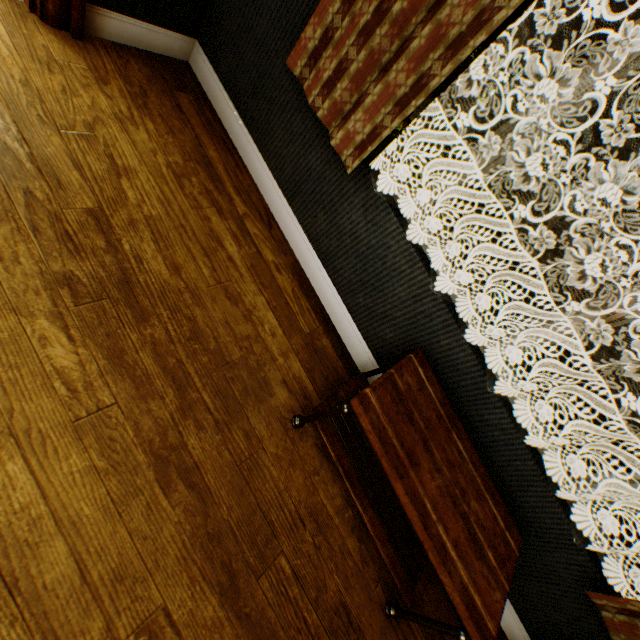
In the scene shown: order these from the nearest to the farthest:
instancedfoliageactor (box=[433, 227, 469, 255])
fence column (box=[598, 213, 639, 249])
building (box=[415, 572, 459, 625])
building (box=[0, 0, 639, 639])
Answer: building (box=[0, 0, 639, 639])
building (box=[415, 572, 459, 625])
instancedfoliageactor (box=[433, 227, 469, 255])
fence column (box=[598, 213, 639, 249])

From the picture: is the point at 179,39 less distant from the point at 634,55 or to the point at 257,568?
the point at 634,55

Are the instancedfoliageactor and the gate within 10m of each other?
no

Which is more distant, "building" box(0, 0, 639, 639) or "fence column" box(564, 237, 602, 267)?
"fence column" box(564, 237, 602, 267)

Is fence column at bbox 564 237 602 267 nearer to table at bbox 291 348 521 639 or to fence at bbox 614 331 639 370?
fence at bbox 614 331 639 370

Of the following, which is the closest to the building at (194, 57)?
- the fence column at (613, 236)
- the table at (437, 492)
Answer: the table at (437, 492)

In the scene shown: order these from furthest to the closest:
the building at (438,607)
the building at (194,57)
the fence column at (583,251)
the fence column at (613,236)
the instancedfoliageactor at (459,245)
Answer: the fence column at (583,251) < the fence column at (613,236) < the instancedfoliageactor at (459,245) < the building at (438,607) < the building at (194,57)

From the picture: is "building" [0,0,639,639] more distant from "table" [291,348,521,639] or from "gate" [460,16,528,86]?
"gate" [460,16,528,86]
